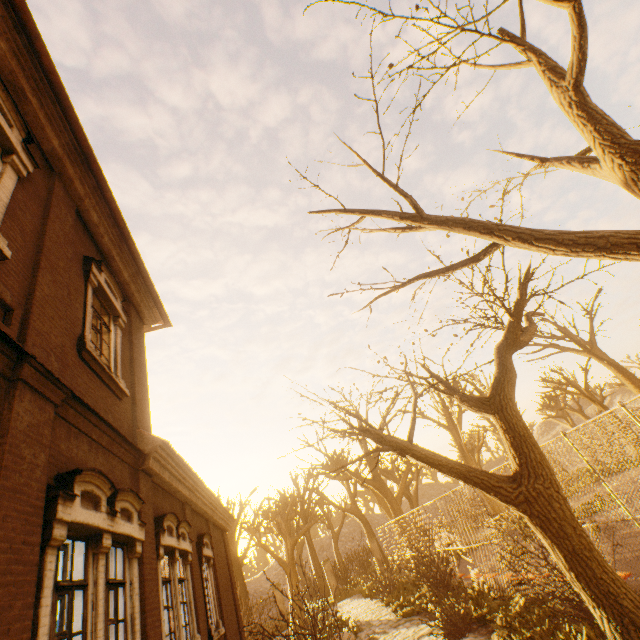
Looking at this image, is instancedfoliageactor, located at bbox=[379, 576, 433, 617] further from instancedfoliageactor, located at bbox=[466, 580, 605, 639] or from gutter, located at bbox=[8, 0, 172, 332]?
gutter, located at bbox=[8, 0, 172, 332]

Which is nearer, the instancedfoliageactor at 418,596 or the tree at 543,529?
the tree at 543,529

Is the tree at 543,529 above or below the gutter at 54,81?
below

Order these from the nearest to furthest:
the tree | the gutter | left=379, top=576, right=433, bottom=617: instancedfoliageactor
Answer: the tree, the gutter, left=379, top=576, right=433, bottom=617: instancedfoliageactor

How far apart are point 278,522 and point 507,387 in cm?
2055

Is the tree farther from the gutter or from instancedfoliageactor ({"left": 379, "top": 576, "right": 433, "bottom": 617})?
the gutter

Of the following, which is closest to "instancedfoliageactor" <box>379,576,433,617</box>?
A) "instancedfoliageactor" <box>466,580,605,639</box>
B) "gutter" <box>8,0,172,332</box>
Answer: "instancedfoliageactor" <box>466,580,605,639</box>

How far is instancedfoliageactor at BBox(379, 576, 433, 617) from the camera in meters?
11.9 m
